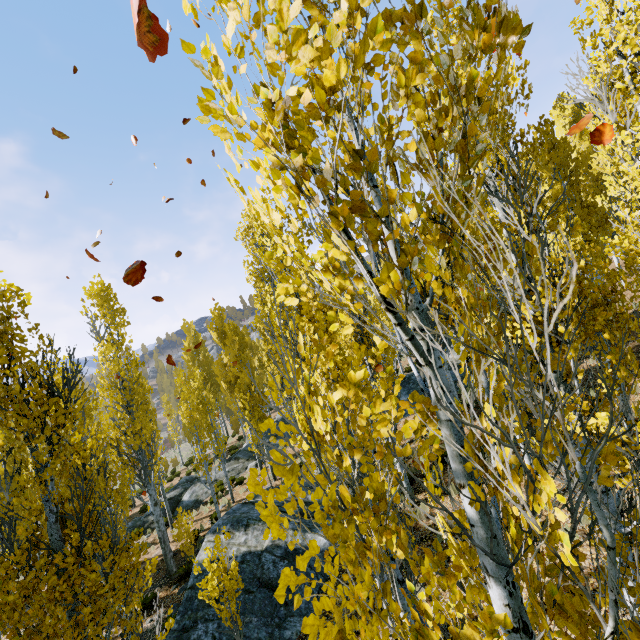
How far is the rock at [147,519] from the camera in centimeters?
1895cm

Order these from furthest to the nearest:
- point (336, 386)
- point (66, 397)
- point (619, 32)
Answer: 1. point (619, 32)
2. point (66, 397)
3. point (336, 386)

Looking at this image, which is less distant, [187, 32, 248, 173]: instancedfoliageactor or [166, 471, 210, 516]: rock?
[187, 32, 248, 173]: instancedfoliageactor

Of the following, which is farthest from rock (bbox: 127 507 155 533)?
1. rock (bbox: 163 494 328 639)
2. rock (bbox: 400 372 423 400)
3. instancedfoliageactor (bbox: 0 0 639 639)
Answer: rock (bbox: 400 372 423 400)

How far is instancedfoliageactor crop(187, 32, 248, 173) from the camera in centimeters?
102cm

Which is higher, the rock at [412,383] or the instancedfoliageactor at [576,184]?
the instancedfoliageactor at [576,184]

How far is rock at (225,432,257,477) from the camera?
21.4 meters

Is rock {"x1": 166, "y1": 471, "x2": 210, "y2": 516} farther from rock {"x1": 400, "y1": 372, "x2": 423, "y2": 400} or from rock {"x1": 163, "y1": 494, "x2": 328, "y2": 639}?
rock {"x1": 400, "y1": 372, "x2": 423, "y2": 400}
